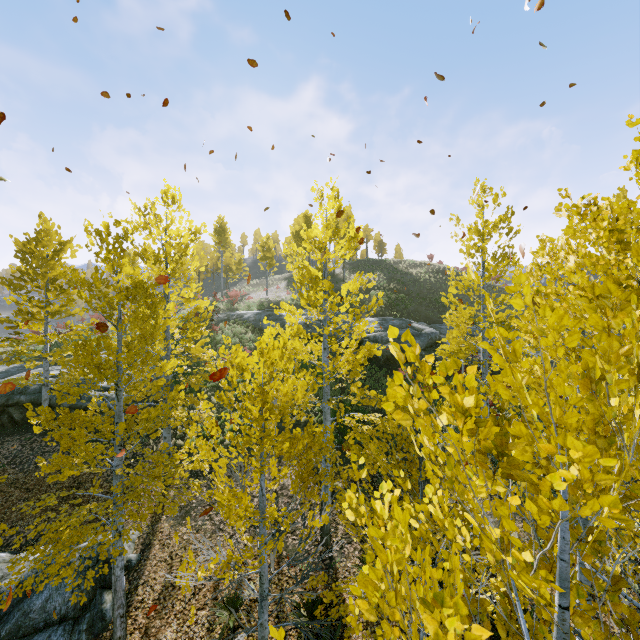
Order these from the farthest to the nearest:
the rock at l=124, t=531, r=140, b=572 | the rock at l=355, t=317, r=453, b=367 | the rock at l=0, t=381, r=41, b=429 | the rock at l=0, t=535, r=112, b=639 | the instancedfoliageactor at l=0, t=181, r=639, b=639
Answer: the rock at l=355, t=317, r=453, b=367, the rock at l=0, t=381, r=41, b=429, the rock at l=124, t=531, r=140, b=572, the rock at l=0, t=535, r=112, b=639, the instancedfoliageactor at l=0, t=181, r=639, b=639

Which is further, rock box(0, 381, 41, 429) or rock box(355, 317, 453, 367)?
rock box(355, 317, 453, 367)

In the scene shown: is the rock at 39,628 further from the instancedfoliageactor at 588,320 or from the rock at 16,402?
the rock at 16,402

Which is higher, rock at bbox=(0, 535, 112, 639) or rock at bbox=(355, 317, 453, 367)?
rock at bbox=(355, 317, 453, 367)

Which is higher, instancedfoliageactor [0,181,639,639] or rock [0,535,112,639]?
instancedfoliageactor [0,181,639,639]

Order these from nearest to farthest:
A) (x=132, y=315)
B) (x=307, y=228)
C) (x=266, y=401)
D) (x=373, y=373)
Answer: (x=266, y=401), (x=132, y=315), (x=373, y=373), (x=307, y=228)

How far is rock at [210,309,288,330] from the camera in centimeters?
2503cm

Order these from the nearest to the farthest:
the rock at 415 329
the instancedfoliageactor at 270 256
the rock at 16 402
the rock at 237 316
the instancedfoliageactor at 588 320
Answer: the instancedfoliageactor at 588 320
the rock at 16 402
the rock at 415 329
the rock at 237 316
the instancedfoliageactor at 270 256
